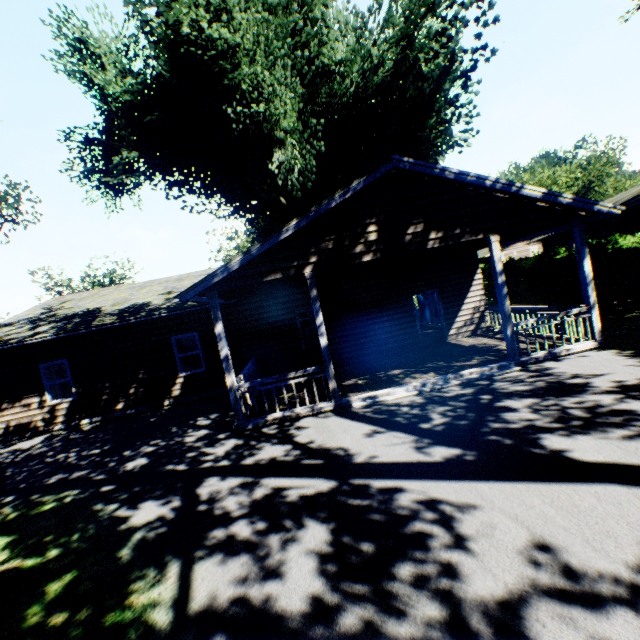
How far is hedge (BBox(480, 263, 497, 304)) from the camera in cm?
2255

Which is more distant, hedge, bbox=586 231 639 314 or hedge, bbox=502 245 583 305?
hedge, bbox=502 245 583 305

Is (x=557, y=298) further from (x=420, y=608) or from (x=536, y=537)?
(x=420, y=608)

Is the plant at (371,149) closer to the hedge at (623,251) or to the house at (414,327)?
the house at (414,327)

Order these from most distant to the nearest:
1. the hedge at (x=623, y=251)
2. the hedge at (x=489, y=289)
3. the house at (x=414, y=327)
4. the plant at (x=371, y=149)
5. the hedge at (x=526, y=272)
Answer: the hedge at (x=489, y=289) → the plant at (x=371, y=149) → the hedge at (x=526, y=272) → the hedge at (x=623, y=251) → the house at (x=414, y=327)

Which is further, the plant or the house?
the plant

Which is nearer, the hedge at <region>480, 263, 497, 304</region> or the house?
the house
